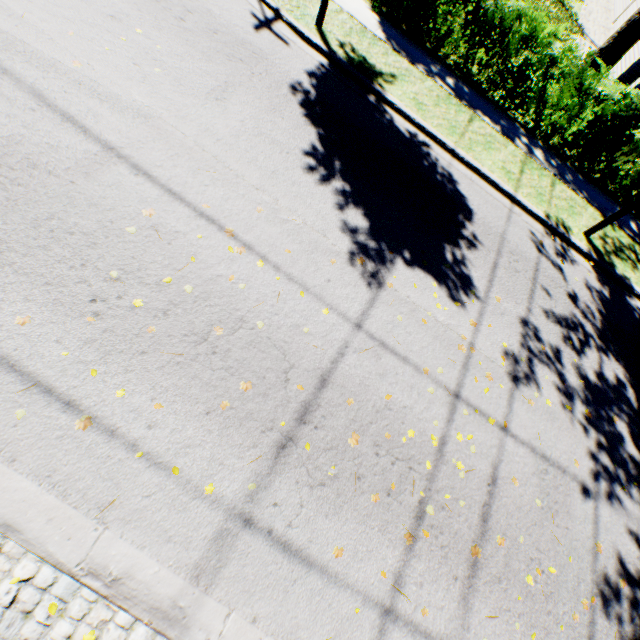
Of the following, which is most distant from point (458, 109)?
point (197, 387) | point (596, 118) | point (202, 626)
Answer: point (202, 626)

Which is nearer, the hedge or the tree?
the hedge

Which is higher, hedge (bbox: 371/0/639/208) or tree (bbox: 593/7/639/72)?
tree (bbox: 593/7/639/72)

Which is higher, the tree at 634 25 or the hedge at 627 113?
the tree at 634 25

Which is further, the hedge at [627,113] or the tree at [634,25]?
the tree at [634,25]
